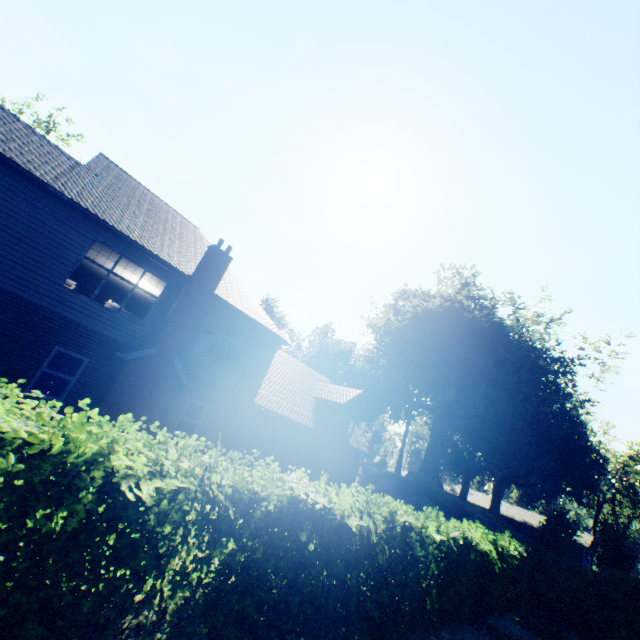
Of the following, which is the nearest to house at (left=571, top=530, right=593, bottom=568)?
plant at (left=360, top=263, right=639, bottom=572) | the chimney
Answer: plant at (left=360, top=263, right=639, bottom=572)

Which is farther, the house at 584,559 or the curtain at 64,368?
the house at 584,559

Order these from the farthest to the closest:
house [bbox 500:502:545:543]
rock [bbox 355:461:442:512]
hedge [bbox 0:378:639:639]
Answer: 1. house [bbox 500:502:545:543]
2. rock [bbox 355:461:442:512]
3. hedge [bbox 0:378:639:639]

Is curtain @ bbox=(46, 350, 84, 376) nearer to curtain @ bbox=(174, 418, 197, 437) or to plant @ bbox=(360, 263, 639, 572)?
curtain @ bbox=(174, 418, 197, 437)

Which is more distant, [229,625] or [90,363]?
[90,363]

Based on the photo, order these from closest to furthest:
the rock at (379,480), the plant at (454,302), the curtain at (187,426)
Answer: the curtain at (187,426), the rock at (379,480), the plant at (454,302)

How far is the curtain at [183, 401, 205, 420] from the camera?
13.8 meters

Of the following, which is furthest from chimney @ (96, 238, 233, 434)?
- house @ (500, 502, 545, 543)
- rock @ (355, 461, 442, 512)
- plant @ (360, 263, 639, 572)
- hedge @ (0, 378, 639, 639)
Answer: house @ (500, 502, 545, 543)
